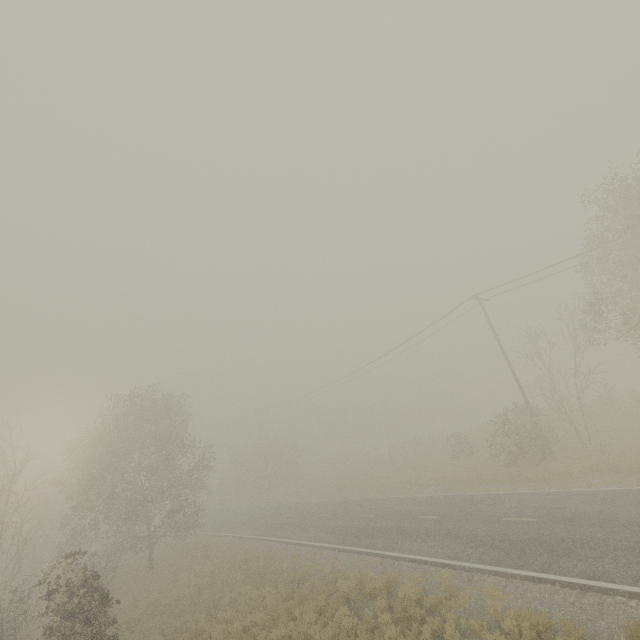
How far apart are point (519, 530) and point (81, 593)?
17.4 meters

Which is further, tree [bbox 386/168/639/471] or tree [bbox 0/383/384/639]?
tree [bbox 386/168/639/471]

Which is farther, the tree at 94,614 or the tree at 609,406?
the tree at 609,406
